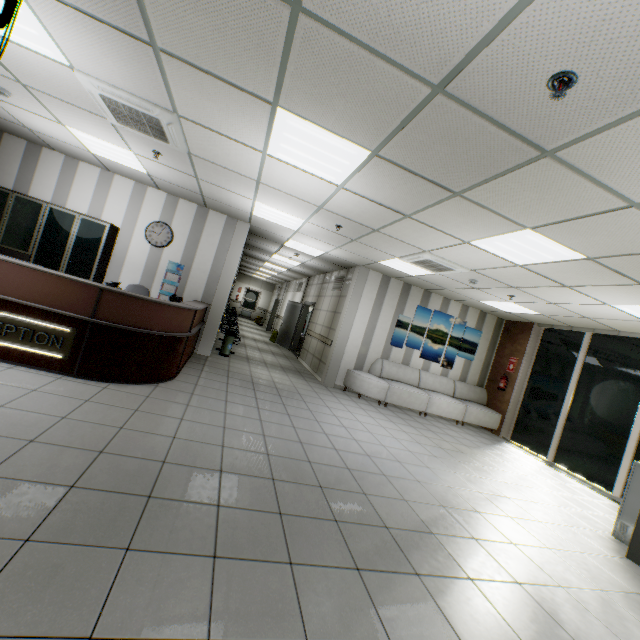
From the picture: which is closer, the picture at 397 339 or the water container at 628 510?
the water container at 628 510

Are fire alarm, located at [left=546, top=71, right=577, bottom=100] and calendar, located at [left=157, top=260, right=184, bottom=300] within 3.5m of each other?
Result: no

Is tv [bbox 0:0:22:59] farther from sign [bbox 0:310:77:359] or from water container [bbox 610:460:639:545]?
water container [bbox 610:460:639:545]

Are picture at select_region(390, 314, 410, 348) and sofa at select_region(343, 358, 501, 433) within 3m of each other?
yes

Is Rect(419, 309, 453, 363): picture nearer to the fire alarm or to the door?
the door

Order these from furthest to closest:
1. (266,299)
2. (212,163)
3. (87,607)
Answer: (266,299), (212,163), (87,607)

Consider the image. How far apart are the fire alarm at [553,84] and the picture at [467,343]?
7.1 meters

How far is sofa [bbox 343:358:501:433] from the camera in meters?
8.0 m
